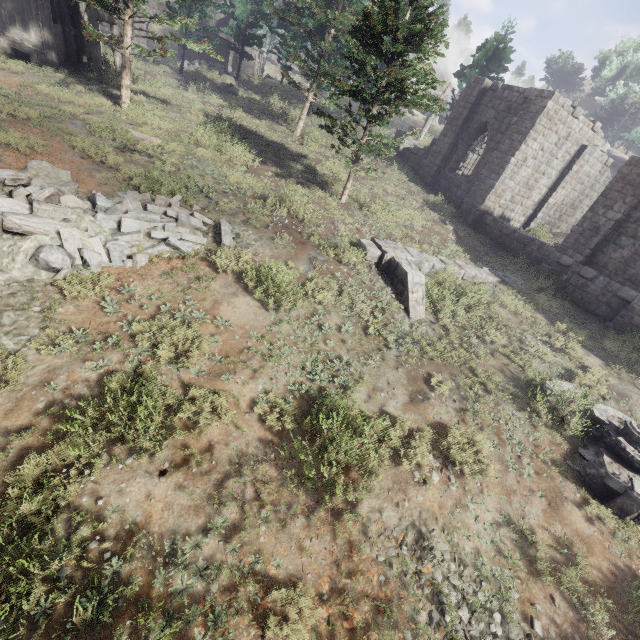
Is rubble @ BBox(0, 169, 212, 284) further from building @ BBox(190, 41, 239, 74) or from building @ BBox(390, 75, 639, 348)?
building @ BBox(190, 41, 239, 74)

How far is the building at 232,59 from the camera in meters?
36.6

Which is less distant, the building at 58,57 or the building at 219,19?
the building at 58,57

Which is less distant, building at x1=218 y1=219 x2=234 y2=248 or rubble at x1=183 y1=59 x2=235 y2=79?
building at x1=218 y1=219 x2=234 y2=248

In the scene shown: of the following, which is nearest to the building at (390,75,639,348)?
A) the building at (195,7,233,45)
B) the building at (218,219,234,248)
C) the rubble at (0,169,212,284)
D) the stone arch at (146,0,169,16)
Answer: the rubble at (0,169,212,284)

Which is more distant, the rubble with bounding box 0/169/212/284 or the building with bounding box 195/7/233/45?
the building with bounding box 195/7/233/45

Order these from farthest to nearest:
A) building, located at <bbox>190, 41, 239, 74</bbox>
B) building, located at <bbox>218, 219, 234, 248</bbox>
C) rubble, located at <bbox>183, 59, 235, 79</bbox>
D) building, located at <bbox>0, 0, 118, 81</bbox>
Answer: building, located at <bbox>190, 41, 239, 74</bbox>, rubble, located at <bbox>183, 59, 235, 79</bbox>, building, located at <bbox>0, 0, 118, 81</bbox>, building, located at <bbox>218, 219, 234, 248</bbox>

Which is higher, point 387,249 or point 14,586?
point 387,249
